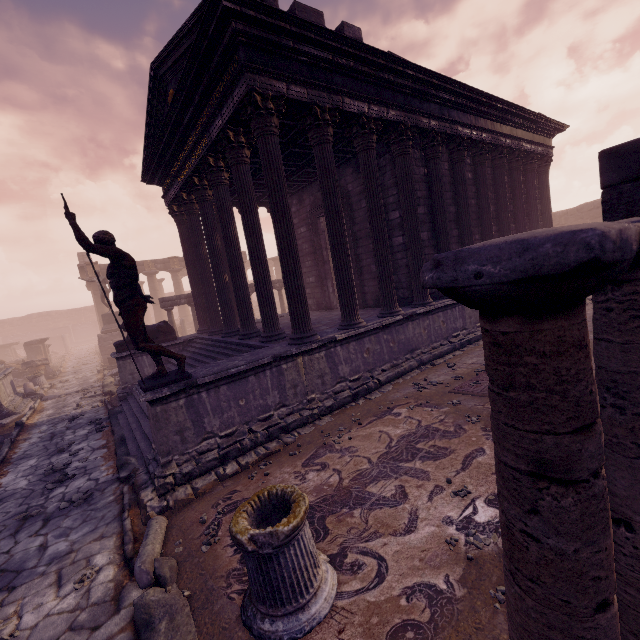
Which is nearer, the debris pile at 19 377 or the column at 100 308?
the debris pile at 19 377

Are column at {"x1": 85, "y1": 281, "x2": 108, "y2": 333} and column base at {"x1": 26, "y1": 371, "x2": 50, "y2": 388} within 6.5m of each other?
no

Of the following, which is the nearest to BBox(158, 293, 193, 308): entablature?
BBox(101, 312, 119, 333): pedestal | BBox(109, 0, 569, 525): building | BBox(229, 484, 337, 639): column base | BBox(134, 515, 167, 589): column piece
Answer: BBox(109, 0, 569, 525): building

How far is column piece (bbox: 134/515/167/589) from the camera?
3.5m

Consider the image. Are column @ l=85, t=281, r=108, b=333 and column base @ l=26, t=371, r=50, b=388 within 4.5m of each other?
no

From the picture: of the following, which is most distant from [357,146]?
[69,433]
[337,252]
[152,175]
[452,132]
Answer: [69,433]

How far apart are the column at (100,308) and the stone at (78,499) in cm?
2871

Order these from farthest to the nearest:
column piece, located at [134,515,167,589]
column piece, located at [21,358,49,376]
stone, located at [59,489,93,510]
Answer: column piece, located at [21,358,49,376] → stone, located at [59,489,93,510] → column piece, located at [134,515,167,589]
